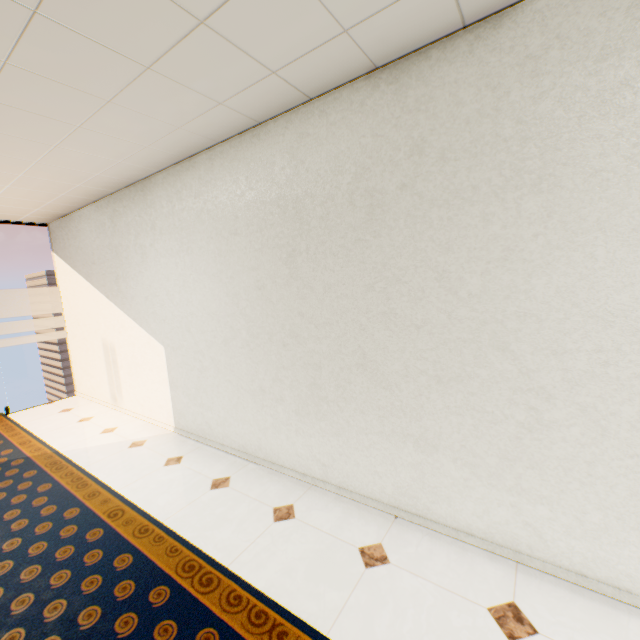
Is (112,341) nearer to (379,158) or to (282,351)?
(282,351)
